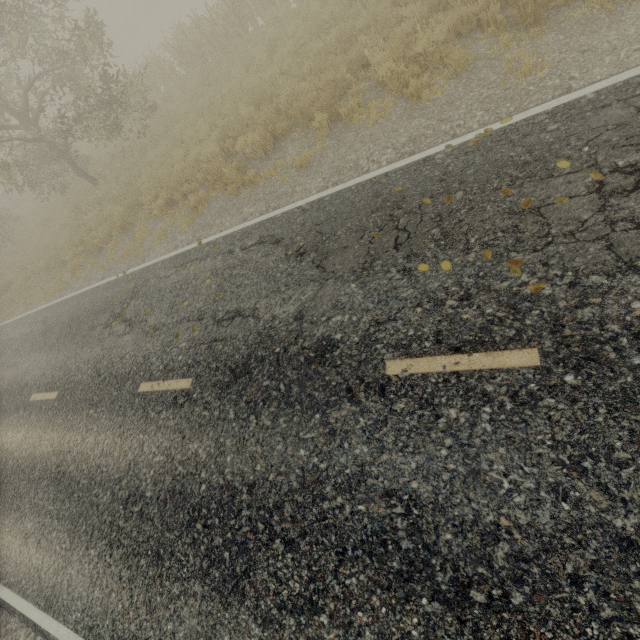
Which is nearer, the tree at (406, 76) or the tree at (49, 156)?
the tree at (406, 76)

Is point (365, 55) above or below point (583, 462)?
below

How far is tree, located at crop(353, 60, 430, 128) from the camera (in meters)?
6.25

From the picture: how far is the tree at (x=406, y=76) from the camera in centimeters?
625cm

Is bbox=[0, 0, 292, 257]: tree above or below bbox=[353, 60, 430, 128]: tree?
above

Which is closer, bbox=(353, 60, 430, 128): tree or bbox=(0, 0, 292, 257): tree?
bbox=(353, 60, 430, 128): tree
